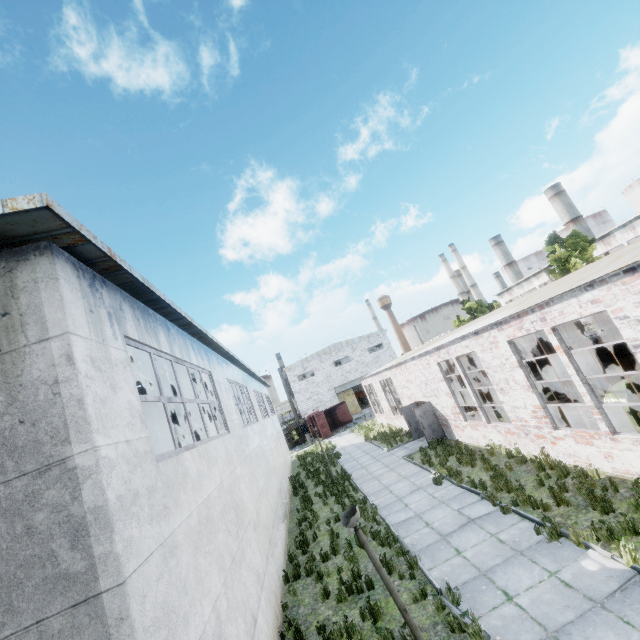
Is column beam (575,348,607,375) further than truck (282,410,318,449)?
No

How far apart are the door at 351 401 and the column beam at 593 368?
40.44m

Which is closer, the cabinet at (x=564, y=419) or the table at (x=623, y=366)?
the cabinet at (x=564, y=419)

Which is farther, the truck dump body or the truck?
the truck dump body

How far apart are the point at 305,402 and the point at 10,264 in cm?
4994

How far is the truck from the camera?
42.42m

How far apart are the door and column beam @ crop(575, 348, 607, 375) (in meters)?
40.44

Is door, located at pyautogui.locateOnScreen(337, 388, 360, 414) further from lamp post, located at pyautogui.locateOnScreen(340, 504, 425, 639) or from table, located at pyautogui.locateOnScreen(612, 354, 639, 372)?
lamp post, located at pyautogui.locateOnScreen(340, 504, 425, 639)
